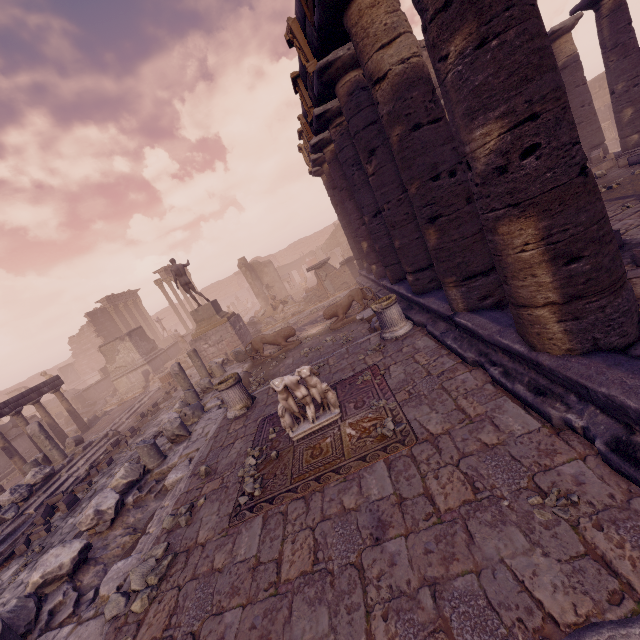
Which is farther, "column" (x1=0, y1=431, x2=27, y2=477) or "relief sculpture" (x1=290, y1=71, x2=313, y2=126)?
"column" (x1=0, y1=431, x2=27, y2=477)

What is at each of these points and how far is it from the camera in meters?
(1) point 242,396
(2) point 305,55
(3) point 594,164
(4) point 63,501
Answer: (1) column base, 8.1
(2) relief sculpture, 6.8
(3) stone blocks, 12.1
(4) stone blocks, 8.9

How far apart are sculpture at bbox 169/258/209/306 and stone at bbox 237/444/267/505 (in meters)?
12.21

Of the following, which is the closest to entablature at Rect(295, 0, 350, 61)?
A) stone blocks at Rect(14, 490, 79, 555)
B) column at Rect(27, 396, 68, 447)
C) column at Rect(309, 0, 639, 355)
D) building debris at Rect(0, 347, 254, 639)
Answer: column at Rect(309, 0, 639, 355)

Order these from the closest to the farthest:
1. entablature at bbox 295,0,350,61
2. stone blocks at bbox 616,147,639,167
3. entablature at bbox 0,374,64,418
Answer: entablature at bbox 295,0,350,61 → stone blocks at bbox 616,147,639,167 → entablature at bbox 0,374,64,418

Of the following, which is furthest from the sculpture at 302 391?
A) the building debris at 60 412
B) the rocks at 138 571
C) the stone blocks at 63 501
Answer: the building debris at 60 412

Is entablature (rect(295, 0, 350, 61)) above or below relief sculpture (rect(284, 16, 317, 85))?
below

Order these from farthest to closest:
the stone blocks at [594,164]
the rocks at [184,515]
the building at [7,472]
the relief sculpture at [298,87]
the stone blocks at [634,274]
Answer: the building at [7,472] → the stone blocks at [594,164] → the relief sculpture at [298,87] → the rocks at [184,515] → the stone blocks at [634,274]
